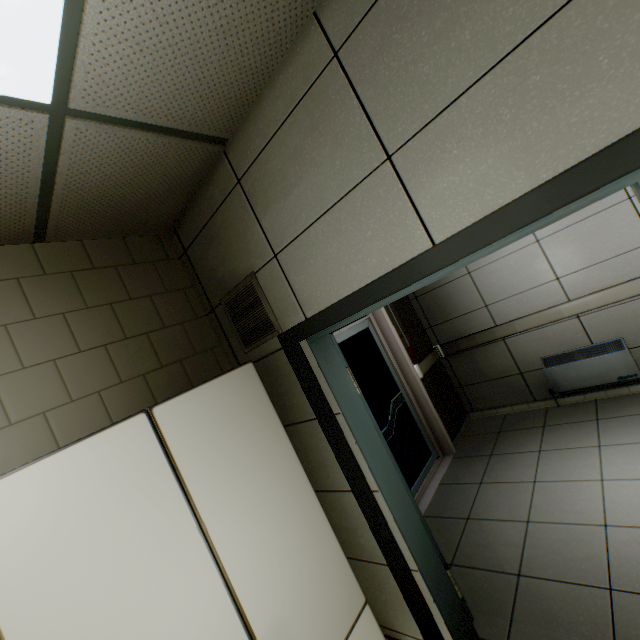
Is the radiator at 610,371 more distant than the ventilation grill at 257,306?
Yes

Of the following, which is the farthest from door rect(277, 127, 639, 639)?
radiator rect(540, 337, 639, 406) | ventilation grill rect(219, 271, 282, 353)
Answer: radiator rect(540, 337, 639, 406)

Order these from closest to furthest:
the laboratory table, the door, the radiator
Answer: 1. the door
2. the laboratory table
3. the radiator

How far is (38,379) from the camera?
1.7m

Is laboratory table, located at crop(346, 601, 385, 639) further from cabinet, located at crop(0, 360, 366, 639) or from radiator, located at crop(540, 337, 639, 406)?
radiator, located at crop(540, 337, 639, 406)

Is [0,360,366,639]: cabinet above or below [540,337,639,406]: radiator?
above

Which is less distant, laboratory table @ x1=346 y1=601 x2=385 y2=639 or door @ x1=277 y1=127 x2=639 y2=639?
door @ x1=277 y1=127 x2=639 y2=639

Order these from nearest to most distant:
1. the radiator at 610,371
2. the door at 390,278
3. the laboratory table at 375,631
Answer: the door at 390,278 < the laboratory table at 375,631 < the radiator at 610,371
